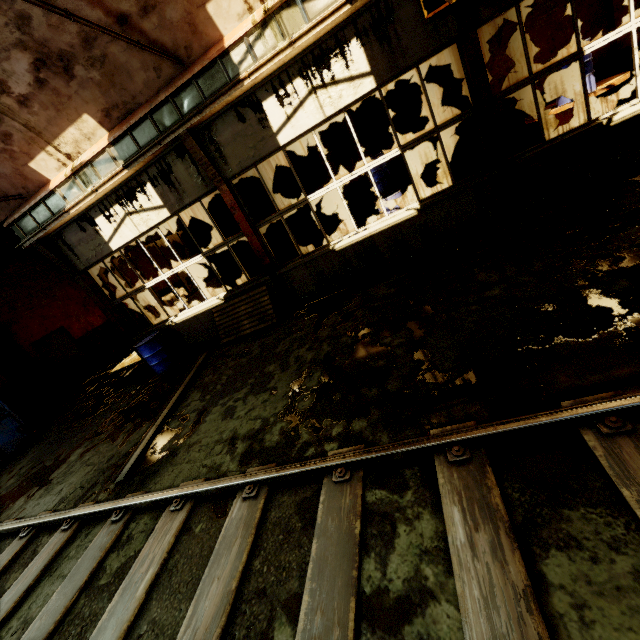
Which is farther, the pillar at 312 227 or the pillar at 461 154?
the pillar at 312 227

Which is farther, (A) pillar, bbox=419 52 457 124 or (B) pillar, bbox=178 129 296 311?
(A) pillar, bbox=419 52 457 124

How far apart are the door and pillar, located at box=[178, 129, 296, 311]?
9.9 meters

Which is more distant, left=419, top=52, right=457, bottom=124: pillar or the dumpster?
left=419, top=52, right=457, bottom=124: pillar

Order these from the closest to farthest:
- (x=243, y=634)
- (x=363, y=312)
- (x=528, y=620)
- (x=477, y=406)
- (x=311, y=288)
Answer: (x=528, y=620) → (x=243, y=634) → (x=477, y=406) → (x=363, y=312) → (x=311, y=288)

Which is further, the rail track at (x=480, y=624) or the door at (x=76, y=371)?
the door at (x=76, y=371)

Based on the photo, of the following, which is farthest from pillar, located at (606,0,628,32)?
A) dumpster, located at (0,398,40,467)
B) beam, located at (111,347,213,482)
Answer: beam, located at (111,347,213,482)

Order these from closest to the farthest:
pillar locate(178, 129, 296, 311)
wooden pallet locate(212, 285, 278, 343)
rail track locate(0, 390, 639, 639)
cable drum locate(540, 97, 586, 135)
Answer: rail track locate(0, 390, 639, 639) < pillar locate(178, 129, 296, 311) < cable drum locate(540, 97, 586, 135) < wooden pallet locate(212, 285, 278, 343)
